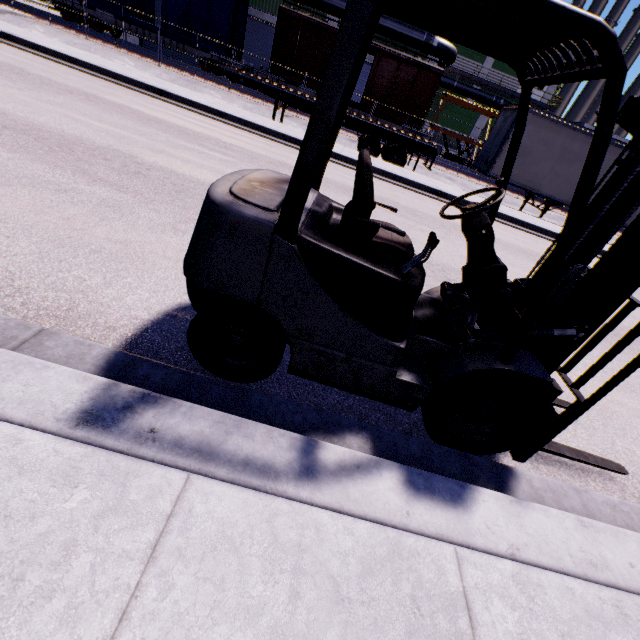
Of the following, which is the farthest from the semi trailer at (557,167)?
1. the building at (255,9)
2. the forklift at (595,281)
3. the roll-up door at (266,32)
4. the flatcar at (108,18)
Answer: the flatcar at (108,18)

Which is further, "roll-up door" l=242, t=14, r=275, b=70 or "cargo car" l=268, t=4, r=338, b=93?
"roll-up door" l=242, t=14, r=275, b=70

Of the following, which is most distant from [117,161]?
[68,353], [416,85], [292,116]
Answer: [416,85]

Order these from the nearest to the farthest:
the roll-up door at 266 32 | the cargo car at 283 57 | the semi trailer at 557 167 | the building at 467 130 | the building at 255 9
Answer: the semi trailer at 557 167 → the cargo car at 283 57 → the building at 255 9 → the roll-up door at 266 32 → the building at 467 130

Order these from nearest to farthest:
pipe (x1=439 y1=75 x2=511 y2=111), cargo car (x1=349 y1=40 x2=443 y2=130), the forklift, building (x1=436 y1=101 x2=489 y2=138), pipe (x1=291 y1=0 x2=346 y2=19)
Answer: the forklift
cargo car (x1=349 y1=40 x2=443 y2=130)
pipe (x1=291 y1=0 x2=346 y2=19)
building (x1=436 y1=101 x2=489 y2=138)
pipe (x1=439 y1=75 x2=511 y2=111)

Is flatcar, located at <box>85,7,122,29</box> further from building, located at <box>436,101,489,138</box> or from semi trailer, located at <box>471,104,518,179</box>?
semi trailer, located at <box>471,104,518,179</box>

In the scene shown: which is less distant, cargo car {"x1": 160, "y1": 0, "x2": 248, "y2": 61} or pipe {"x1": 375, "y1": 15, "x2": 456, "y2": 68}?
cargo car {"x1": 160, "y1": 0, "x2": 248, "y2": 61}
